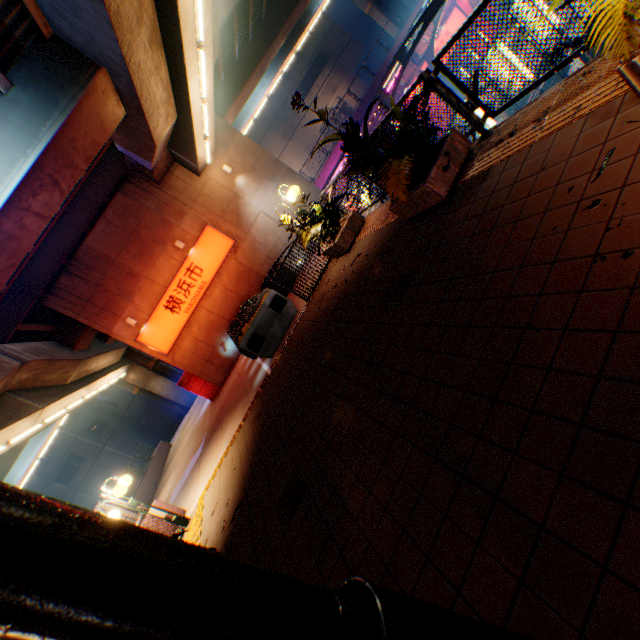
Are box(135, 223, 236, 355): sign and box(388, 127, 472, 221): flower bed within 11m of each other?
no

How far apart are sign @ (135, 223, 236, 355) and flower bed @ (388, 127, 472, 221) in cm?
1260

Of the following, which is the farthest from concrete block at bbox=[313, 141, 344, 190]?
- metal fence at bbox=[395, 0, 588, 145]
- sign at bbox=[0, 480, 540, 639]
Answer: sign at bbox=[0, 480, 540, 639]

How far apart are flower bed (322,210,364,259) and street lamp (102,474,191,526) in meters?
7.5 m

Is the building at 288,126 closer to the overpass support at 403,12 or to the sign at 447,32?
the overpass support at 403,12

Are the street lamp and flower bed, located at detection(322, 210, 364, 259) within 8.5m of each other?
yes

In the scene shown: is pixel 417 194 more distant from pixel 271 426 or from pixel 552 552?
pixel 271 426

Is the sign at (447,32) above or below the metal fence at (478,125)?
below
